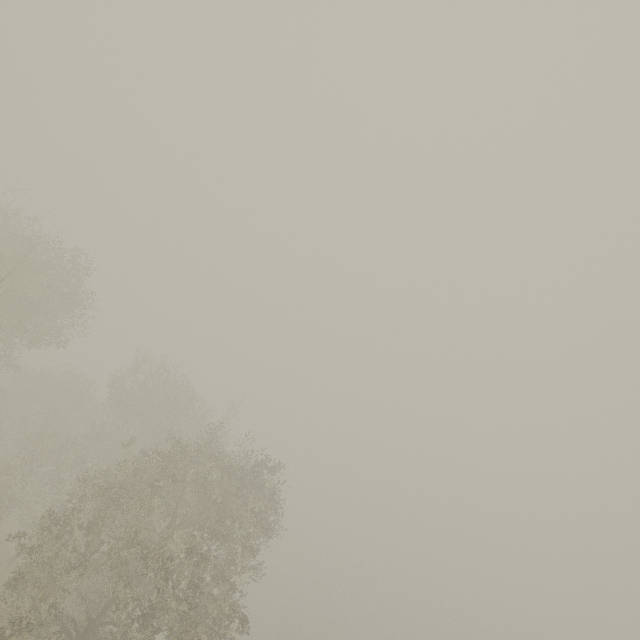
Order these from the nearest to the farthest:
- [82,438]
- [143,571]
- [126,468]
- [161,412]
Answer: [126,468] → [143,571] → [82,438] → [161,412]
